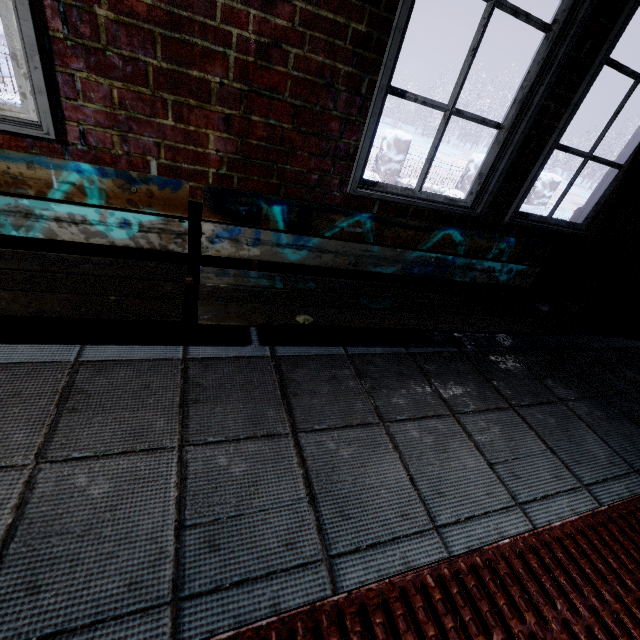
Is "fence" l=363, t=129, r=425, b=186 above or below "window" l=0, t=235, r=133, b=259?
above

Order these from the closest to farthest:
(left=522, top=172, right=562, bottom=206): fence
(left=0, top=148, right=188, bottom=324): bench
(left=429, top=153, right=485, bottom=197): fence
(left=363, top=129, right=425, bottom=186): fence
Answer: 1. (left=0, top=148, right=188, bottom=324): bench
2. (left=363, top=129, right=425, bottom=186): fence
3. (left=429, top=153, right=485, bottom=197): fence
4. (left=522, top=172, right=562, bottom=206): fence

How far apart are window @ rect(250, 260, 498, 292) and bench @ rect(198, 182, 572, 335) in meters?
0.1

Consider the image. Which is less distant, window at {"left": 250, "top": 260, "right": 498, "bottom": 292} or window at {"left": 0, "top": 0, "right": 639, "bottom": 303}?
window at {"left": 0, "top": 0, "right": 639, "bottom": 303}

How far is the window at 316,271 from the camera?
1.77m

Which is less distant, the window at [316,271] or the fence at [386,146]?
A: the window at [316,271]

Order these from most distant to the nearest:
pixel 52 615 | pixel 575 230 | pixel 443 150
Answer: pixel 443 150 → pixel 575 230 → pixel 52 615
